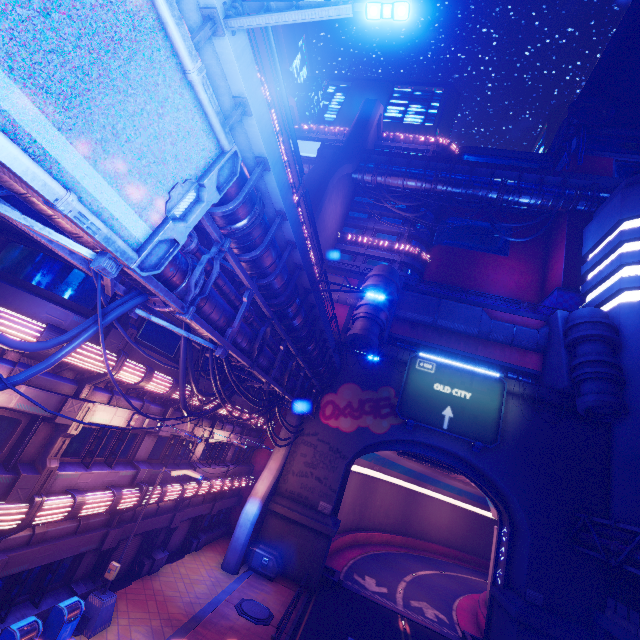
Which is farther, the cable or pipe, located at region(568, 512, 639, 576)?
pipe, located at region(568, 512, 639, 576)

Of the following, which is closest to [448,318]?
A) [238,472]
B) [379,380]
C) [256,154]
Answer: [379,380]

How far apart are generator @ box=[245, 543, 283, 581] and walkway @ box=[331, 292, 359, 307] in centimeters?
2136cm

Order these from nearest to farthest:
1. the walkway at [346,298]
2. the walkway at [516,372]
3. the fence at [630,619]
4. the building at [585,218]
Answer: the fence at [630,619], the building at [585,218], the walkway at [516,372], the walkway at [346,298]

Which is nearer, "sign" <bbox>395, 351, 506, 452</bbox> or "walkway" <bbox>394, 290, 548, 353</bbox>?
"sign" <bbox>395, 351, 506, 452</bbox>

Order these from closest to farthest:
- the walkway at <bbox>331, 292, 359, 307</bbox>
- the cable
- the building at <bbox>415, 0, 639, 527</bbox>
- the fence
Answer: the cable < the fence < the building at <bbox>415, 0, 639, 527</bbox> < the walkway at <bbox>331, 292, 359, 307</bbox>

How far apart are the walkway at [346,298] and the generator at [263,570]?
21.4 meters

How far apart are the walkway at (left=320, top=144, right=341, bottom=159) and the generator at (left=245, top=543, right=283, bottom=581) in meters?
43.5
